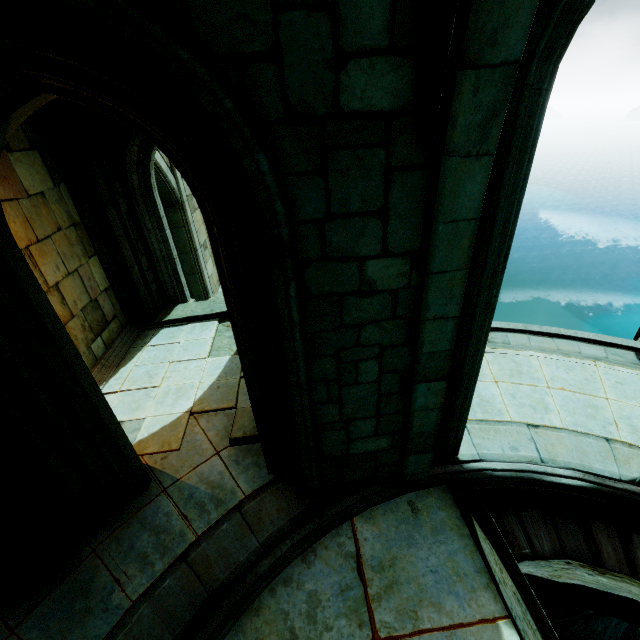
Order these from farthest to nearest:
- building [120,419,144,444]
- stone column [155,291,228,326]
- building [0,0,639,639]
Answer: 1. stone column [155,291,228,326]
2. building [120,419,144,444]
3. building [0,0,639,639]

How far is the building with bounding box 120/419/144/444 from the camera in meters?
5.4 m

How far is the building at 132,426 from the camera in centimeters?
536cm

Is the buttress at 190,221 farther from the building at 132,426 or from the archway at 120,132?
the archway at 120,132

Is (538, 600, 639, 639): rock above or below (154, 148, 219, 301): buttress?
below

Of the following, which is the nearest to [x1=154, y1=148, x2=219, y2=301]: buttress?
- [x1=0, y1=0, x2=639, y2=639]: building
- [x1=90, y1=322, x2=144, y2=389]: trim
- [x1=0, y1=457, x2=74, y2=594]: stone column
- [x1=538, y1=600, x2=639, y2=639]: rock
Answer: [x1=0, y1=0, x2=639, y2=639]: building

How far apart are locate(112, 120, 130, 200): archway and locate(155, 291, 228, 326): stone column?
2.8 meters

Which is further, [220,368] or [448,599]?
[220,368]
